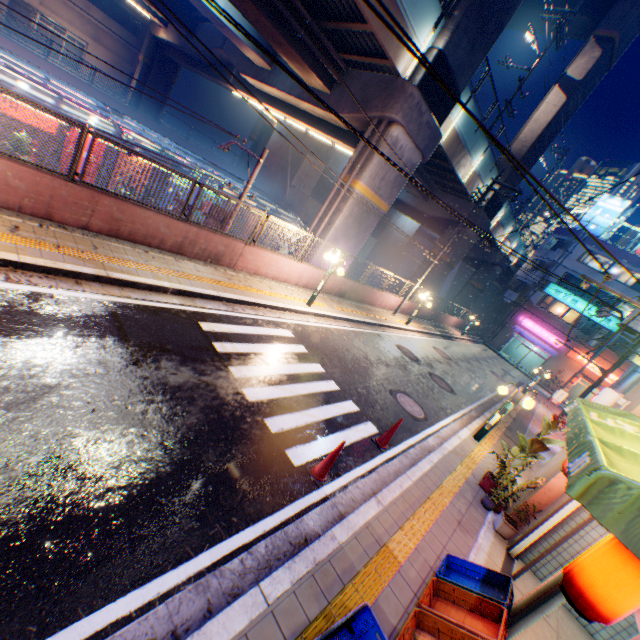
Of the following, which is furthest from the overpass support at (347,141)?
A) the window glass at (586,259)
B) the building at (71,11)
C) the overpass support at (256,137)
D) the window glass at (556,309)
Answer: the building at (71,11)

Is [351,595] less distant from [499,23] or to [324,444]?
Answer: [324,444]

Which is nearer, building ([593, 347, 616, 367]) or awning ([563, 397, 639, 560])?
awning ([563, 397, 639, 560])

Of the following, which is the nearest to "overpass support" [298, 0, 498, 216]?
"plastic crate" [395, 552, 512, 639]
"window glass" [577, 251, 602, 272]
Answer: "window glass" [577, 251, 602, 272]

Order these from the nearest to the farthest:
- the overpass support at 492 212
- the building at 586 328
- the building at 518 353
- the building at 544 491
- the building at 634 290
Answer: the building at 544 491, the overpass support at 492 212, the building at 634 290, the building at 586 328, the building at 518 353

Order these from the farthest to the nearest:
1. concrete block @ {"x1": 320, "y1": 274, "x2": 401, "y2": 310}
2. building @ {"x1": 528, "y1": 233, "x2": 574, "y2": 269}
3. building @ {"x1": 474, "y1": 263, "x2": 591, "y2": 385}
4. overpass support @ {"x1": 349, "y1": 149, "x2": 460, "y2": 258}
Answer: building @ {"x1": 528, "y1": 233, "x2": 574, "y2": 269}
building @ {"x1": 474, "y1": 263, "x2": 591, "y2": 385}
concrete block @ {"x1": 320, "y1": 274, "x2": 401, "y2": 310}
overpass support @ {"x1": 349, "y1": 149, "x2": 460, "y2": 258}

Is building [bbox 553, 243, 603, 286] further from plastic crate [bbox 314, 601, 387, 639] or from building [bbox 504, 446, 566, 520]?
plastic crate [bbox 314, 601, 387, 639]

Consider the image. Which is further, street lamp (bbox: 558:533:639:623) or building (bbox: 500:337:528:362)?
building (bbox: 500:337:528:362)
